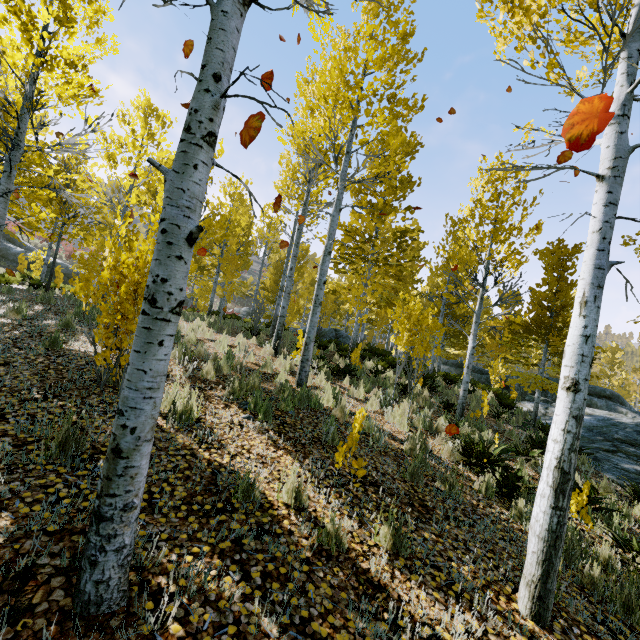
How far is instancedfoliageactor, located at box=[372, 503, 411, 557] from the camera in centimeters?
290cm

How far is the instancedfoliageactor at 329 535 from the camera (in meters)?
2.68

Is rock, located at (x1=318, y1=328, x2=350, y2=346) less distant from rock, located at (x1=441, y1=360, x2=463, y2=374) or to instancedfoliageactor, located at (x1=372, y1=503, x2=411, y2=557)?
instancedfoliageactor, located at (x1=372, y1=503, x2=411, y2=557)

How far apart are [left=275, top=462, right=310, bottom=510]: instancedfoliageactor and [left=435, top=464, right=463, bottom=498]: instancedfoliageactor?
2.4m

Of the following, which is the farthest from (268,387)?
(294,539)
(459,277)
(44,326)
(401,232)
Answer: (401,232)

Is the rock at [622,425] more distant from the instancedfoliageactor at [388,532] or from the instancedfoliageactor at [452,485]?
the instancedfoliageactor at [452,485]

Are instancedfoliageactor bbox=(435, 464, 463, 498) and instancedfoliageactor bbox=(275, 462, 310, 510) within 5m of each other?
yes
